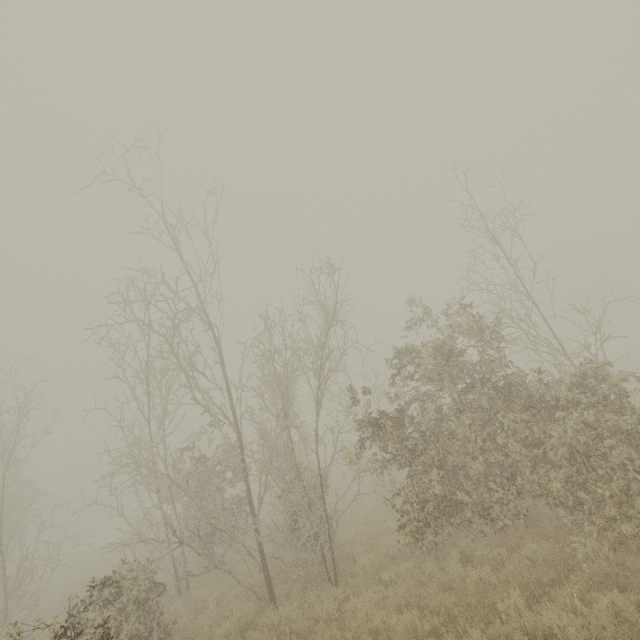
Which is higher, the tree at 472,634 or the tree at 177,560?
the tree at 472,634

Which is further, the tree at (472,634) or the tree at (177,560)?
the tree at (177,560)

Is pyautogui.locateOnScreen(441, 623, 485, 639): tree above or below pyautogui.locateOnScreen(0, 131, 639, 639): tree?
above

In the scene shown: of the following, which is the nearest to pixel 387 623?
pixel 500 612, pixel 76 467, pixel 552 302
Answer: pixel 500 612

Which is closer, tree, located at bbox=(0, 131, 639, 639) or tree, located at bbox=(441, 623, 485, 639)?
tree, located at bbox=(441, 623, 485, 639)
